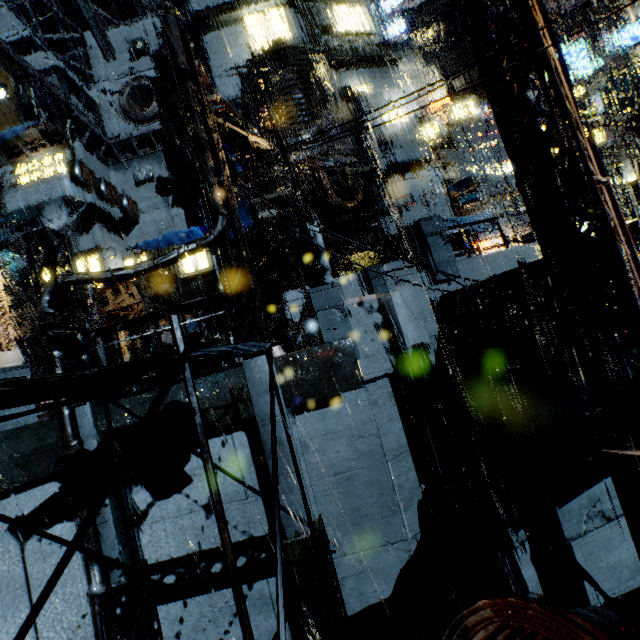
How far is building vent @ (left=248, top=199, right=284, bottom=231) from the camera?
16.7 meters

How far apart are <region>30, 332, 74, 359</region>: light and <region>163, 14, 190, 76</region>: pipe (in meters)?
7.04

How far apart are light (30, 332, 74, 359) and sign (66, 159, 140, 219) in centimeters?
2462cm

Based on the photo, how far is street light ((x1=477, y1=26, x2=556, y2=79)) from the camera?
5.1m

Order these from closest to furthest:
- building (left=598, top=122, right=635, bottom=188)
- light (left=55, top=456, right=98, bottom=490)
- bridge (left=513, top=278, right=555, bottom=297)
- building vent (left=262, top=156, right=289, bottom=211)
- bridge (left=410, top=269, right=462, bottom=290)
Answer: light (left=55, top=456, right=98, bottom=490), bridge (left=410, top=269, right=462, bottom=290), bridge (left=513, top=278, right=555, bottom=297), building vent (left=262, top=156, right=289, bottom=211), building (left=598, top=122, right=635, bottom=188)

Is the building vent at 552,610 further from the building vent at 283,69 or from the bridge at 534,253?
the building vent at 283,69

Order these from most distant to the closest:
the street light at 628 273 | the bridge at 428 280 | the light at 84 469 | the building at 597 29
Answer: the building at 597 29, the bridge at 428 280, the light at 84 469, the street light at 628 273

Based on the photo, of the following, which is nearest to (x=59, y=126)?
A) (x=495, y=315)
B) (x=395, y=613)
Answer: (x=495, y=315)
